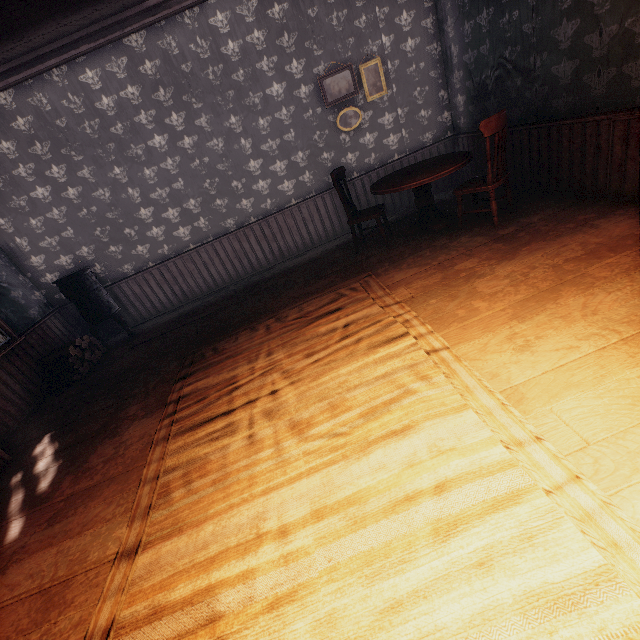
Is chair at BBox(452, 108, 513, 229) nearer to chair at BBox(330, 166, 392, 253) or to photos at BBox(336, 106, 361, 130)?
chair at BBox(330, 166, 392, 253)

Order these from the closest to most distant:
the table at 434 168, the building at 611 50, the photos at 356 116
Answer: the building at 611 50 → the table at 434 168 → the photos at 356 116

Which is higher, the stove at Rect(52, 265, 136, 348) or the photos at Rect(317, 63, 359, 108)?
the photos at Rect(317, 63, 359, 108)

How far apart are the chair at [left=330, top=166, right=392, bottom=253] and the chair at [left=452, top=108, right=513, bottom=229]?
1.0m

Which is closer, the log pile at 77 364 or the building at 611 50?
the building at 611 50

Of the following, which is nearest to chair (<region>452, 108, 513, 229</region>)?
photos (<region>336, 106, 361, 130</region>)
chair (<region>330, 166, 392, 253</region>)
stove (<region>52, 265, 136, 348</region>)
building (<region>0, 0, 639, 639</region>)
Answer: building (<region>0, 0, 639, 639</region>)

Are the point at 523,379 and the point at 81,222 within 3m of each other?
no

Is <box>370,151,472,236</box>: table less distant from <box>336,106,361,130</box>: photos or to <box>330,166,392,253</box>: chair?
<box>330,166,392,253</box>: chair
